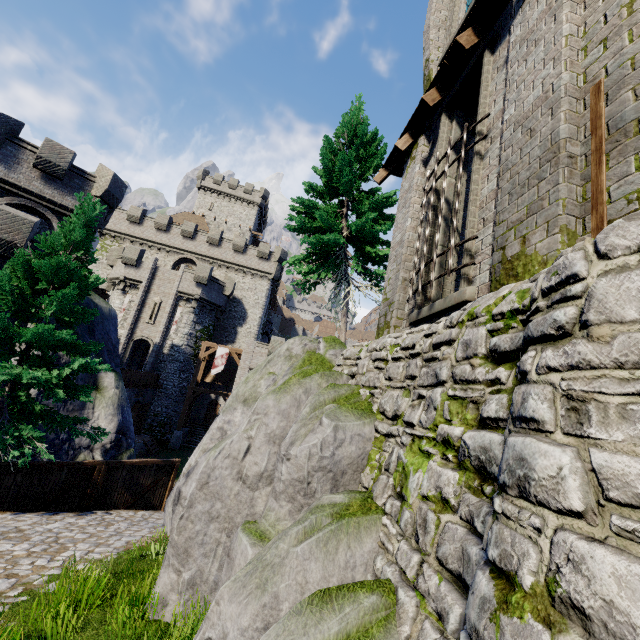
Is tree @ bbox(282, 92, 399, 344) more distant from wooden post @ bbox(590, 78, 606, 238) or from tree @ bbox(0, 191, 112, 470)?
wooden post @ bbox(590, 78, 606, 238)

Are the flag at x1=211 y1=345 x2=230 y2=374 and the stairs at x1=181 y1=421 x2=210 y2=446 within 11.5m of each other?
yes

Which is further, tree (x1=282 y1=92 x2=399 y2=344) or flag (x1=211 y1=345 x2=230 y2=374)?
flag (x1=211 y1=345 x2=230 y2=374)

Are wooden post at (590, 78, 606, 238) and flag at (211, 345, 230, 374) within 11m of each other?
no

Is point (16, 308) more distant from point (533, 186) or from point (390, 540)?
point (533, 186)

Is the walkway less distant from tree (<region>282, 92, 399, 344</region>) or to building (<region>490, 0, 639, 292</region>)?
tree (<region>282, 92, 399, 344</region>)

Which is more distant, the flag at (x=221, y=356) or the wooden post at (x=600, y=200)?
the flag at (x=221, y=356)

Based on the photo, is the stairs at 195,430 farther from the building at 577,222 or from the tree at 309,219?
the building at 577,222
